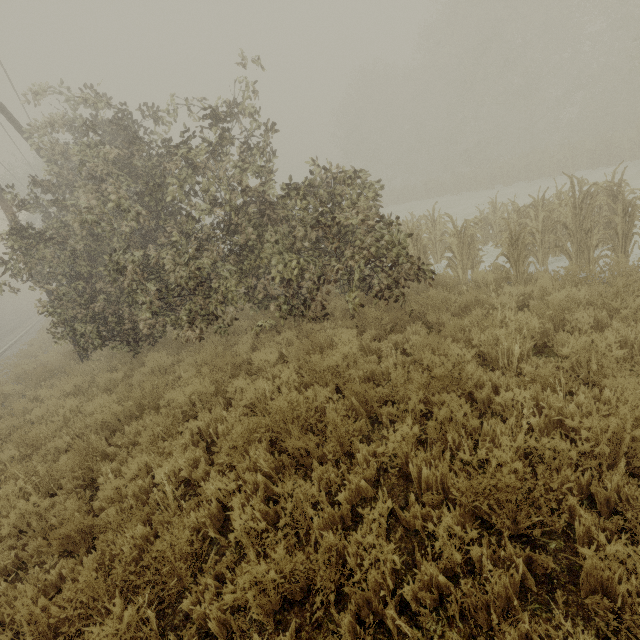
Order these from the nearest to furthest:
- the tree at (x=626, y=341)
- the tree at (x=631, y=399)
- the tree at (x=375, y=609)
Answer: the tree at (x=375, y=609) → the tree at (x=631, y=399) → the tree at (x=626, y=341)

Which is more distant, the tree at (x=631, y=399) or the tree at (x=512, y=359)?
the tree at (x=512, y=359)

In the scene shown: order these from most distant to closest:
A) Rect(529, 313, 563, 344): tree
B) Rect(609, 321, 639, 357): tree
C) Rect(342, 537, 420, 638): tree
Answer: Rect(529, 313, 563, 344): tree < Rect(609, 321, 639, 357): tree < Rect(342, 537, 420, 638): tree

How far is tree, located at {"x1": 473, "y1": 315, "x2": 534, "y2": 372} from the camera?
4.4m

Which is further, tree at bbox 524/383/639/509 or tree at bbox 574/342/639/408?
tree at bbox 574/342/639/408

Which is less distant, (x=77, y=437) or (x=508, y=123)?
(x=77, y=437)
